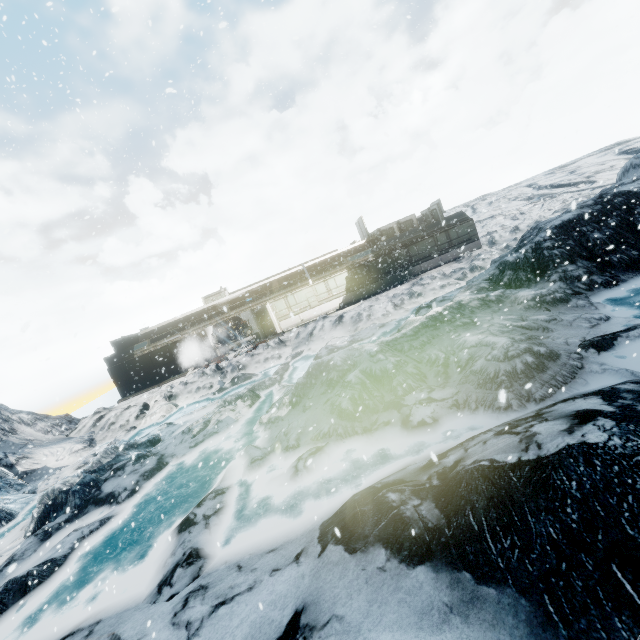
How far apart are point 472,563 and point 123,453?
14.24m
